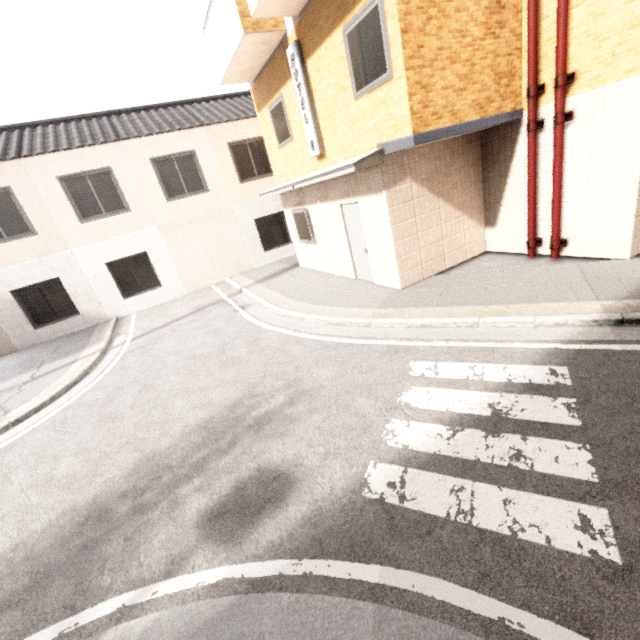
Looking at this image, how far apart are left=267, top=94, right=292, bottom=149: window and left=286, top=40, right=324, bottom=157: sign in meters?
1.1

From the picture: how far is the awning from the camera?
5.8 meters

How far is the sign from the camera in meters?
7.3 m

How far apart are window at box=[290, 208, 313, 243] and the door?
1.8m

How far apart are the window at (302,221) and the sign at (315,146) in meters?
1.7

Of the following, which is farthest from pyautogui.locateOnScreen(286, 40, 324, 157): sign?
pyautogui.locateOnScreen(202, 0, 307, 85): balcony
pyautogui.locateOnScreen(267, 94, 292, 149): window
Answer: pyautogui.locateOnScreen(267, 94, 292, 149): window

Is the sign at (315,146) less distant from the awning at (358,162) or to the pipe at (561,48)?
the awning at (358,162)

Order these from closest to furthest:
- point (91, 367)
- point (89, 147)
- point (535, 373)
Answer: point (535, 373), point (91, 367), point (89, 147)
